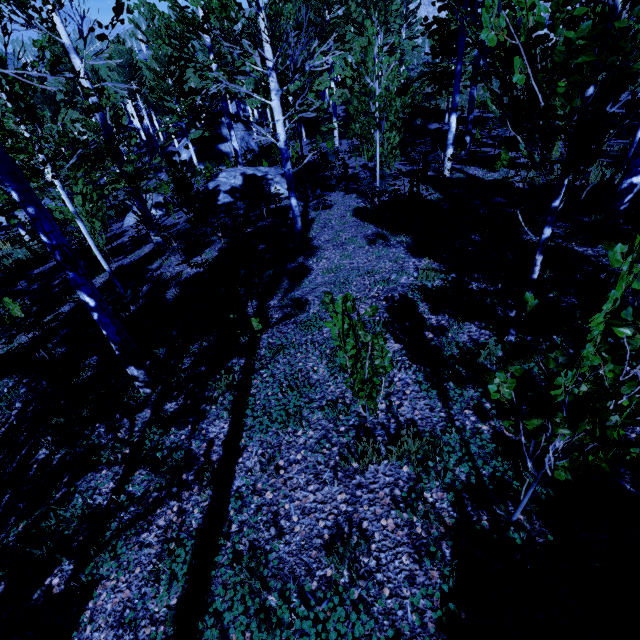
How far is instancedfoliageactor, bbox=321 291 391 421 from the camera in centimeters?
253cm

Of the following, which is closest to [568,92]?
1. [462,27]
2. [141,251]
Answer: [462,27]

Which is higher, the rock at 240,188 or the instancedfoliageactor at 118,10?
the instancedfoliageactor at 118,10

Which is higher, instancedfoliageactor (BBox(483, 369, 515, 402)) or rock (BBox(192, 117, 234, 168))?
instancedfoliageactor (BBox(483, 369, 515, 402))

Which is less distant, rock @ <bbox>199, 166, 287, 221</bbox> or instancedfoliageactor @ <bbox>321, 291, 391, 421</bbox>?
instancedfoliageactor @ <bbox>321, 291, 391, 421</bbox>

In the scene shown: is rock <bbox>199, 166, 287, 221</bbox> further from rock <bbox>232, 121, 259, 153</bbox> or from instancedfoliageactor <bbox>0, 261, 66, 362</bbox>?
rock <bbox>232, 121, 259, 153</bbox>

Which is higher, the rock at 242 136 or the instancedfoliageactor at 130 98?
the instancedfoliageactor at 130 98
